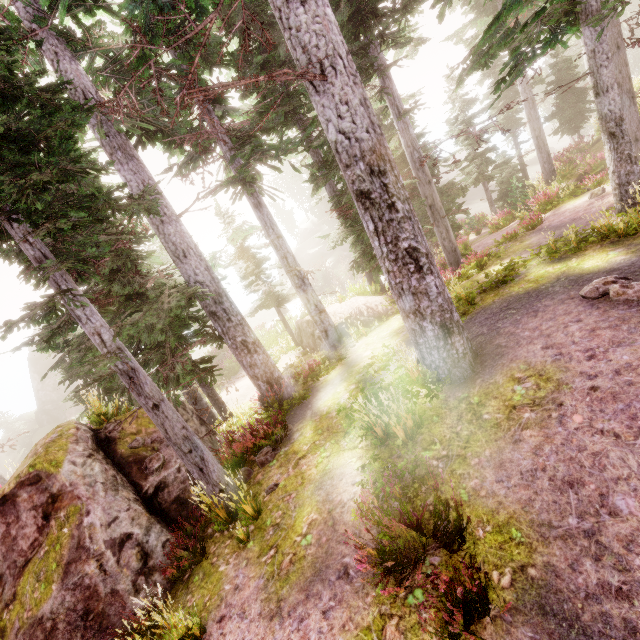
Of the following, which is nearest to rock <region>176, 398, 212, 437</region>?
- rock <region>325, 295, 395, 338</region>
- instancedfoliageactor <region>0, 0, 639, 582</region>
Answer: instancedfoliageactor <region>0, 0, 639, 582</region>

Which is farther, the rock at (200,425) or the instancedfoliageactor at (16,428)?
the instancedfoliageactor at (16,428)

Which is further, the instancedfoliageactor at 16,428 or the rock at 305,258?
the rock at 305,258

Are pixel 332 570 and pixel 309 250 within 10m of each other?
no

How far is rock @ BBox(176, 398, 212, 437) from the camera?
10.1m

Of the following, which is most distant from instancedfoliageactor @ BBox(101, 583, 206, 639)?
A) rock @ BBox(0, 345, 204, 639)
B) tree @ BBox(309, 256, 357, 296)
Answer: tree @ BBox(309, 256, 357, 296)
